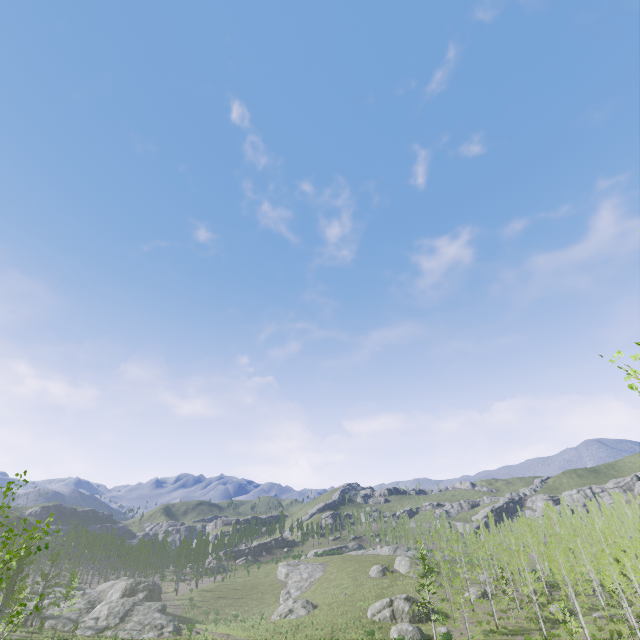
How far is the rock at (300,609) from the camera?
52.8m

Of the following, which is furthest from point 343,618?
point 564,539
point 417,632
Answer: point 564,539

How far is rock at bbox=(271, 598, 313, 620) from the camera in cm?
5278

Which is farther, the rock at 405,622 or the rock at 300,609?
the rock at 300,609

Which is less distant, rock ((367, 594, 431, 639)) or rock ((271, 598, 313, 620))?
rock ((367, 594, 431, 639))
